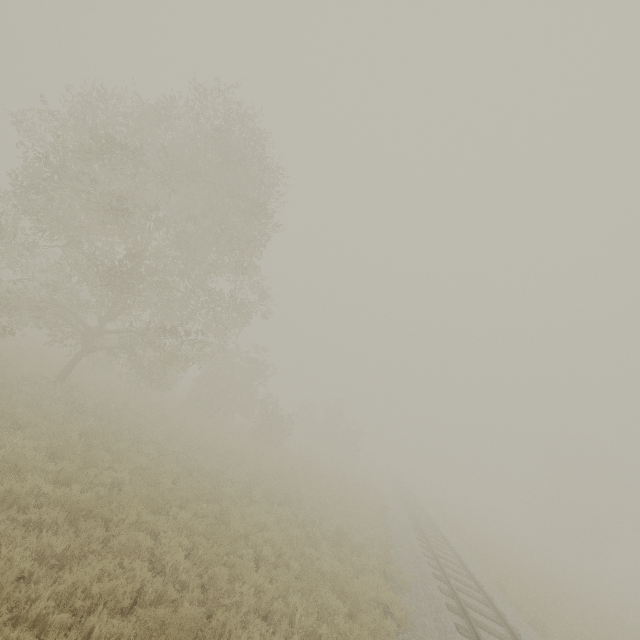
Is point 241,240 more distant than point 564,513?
No
